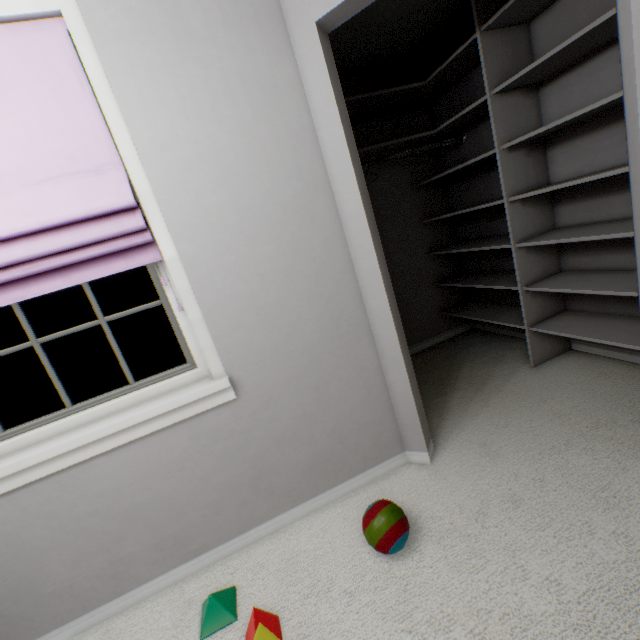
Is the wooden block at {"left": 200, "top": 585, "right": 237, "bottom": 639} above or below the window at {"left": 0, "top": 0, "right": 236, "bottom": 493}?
below

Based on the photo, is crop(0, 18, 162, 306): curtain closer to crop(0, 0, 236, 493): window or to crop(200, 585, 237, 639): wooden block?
crop(0, 0, 236, 493): window

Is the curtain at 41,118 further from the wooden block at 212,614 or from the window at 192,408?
the wooden block at 212,614

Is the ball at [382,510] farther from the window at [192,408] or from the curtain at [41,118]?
the curtain at [41,118]

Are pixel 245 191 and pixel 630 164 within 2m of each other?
yes

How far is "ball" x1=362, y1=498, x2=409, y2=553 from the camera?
1.26m

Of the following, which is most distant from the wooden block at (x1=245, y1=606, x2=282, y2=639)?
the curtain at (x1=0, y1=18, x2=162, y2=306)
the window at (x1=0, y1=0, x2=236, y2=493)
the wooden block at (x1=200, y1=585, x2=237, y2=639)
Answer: the curtain at (x1=0, y1=18, x2=162, y2=306)

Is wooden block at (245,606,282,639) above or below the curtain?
below
